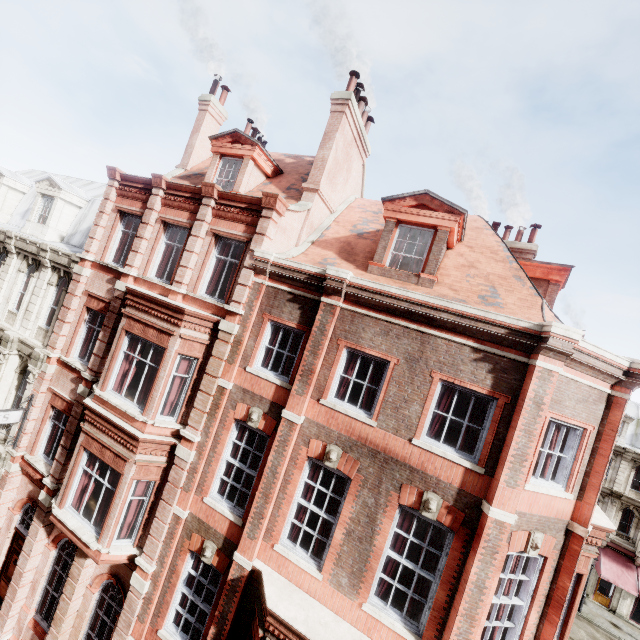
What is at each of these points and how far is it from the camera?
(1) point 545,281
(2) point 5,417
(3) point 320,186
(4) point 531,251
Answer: (1) roof window, 11.4 meters
(2) sign, 11.8 meters
(3) chimney, 11.5 meters
(4) chimney, 15.4 meters

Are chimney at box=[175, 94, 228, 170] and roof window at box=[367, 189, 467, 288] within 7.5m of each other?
no

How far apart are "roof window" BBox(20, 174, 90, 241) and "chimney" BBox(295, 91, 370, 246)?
12.26m

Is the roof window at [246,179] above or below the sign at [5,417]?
above

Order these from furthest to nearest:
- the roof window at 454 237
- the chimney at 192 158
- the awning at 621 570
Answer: the awning at 621 570 < the chimney at 192 158 < the roof window at 454 237

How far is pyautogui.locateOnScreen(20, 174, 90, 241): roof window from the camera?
15.7m

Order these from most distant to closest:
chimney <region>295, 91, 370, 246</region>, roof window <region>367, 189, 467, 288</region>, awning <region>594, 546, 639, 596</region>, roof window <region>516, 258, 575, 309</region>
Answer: awning <region>594, 546, 639, 596</region>
chimney <region>295, 91, 370, 246</region>
roof window <region>516, 258, 575, 309</region>
roof window <region>367, 189, 467, 288</region>

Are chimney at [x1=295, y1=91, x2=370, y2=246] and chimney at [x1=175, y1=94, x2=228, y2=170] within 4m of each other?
no
